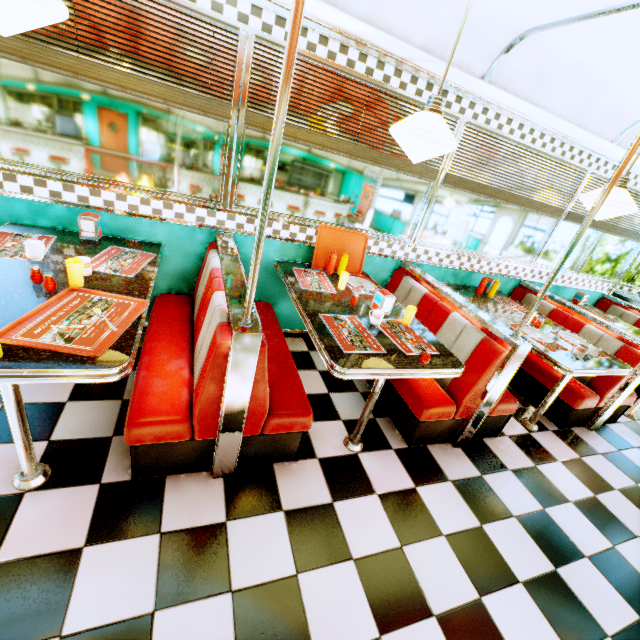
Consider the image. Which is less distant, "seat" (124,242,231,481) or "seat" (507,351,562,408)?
"seat" (124,242,231,481)

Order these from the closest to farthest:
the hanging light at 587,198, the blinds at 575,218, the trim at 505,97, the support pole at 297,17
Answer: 1. the support pole at 297,17
2. the trim at 505,97
3. the hanging light at 587,198
4. the blinds at 575,218

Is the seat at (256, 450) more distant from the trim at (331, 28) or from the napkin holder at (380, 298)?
the trim at (331, 28)

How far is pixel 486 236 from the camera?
3.87m

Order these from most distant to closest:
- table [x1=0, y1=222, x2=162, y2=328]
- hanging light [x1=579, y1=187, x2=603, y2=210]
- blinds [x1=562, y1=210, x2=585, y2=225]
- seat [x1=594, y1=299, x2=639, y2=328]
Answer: seat [x1=594, y1=299, x2=639, y2=328], blinds [x1=562, y1=210, x2=585, y2=225], hanging light [x1=579, y1=187, x2=603, y2=210], table [x1=0, y1=222, x2=162, y2=328]

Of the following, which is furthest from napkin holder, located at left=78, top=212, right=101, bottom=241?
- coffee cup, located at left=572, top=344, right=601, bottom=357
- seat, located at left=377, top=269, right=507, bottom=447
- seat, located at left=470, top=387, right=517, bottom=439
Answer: coffee cup, located at left=572, top=344, right=601, bottom=357

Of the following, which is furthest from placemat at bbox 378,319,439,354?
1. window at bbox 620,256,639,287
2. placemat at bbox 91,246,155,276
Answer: window at bbox 620,256,639,287

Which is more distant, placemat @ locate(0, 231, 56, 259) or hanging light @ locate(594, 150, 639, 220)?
hanging light @ locate(594, 150, 639, 220)
